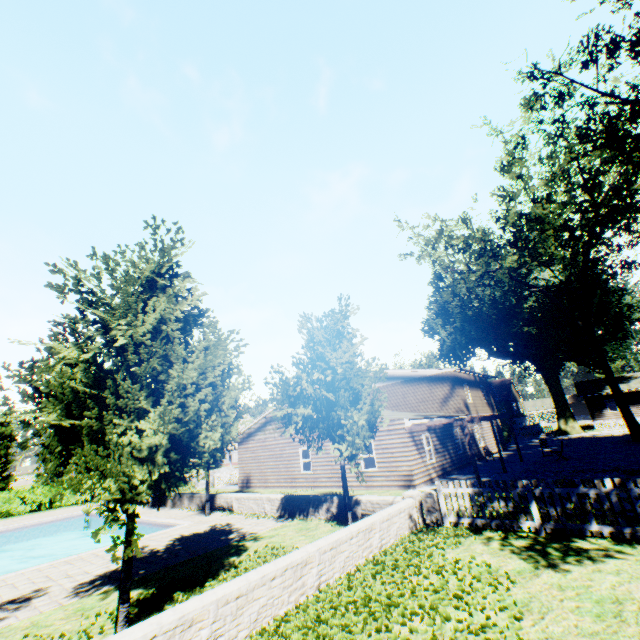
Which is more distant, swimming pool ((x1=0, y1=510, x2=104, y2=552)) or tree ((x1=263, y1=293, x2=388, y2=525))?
swimming pool ((x1=0, y1=510, x2=104, y2=552))

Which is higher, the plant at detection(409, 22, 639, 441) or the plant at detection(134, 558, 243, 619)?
the plant at detection(409, 22, 639, 441)

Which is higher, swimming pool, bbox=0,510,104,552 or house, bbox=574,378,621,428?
house, bbox=574,378,621,428

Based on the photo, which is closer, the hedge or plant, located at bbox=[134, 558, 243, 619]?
plant, located at bbox=[134, 558, 243, 619]

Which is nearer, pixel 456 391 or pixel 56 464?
pixel 56 464

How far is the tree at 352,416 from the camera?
10.95m

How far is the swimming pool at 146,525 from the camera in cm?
1416

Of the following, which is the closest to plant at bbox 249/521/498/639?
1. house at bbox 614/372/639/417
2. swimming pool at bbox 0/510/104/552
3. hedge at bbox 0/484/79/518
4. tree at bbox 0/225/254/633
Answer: tree at bbox 0/225/254/633
